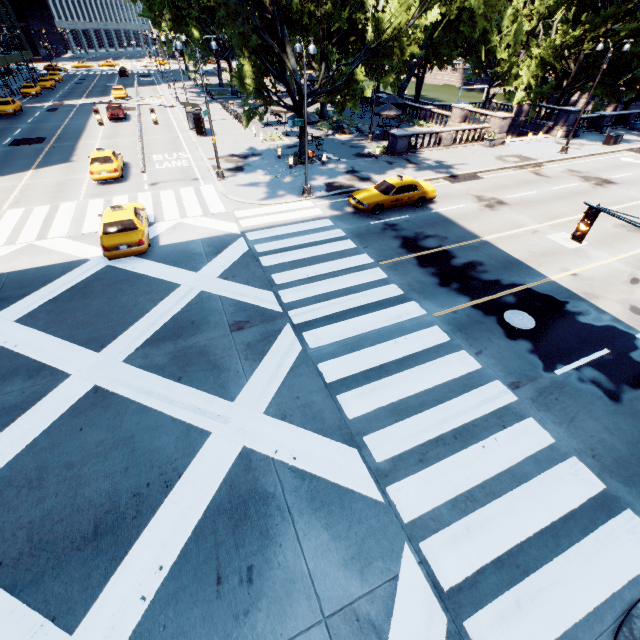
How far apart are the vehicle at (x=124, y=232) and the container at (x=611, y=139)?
40.02m

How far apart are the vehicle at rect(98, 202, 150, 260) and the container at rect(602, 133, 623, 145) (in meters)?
40.02

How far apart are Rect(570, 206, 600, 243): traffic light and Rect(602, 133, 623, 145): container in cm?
3313

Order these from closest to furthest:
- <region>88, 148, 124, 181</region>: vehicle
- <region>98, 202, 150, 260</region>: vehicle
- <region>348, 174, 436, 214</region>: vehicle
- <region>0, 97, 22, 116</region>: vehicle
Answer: <region>98, 202, 150, 260</region>: vehicle, <region>348, 174, 436, 214</region>: vehicle, <region>88, 148, 124, 181</region>: vehicle, <region>0, 97, 22, 116</region>: vehicle

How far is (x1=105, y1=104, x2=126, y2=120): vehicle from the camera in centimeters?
3509cm

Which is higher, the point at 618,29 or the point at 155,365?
the point at 618,29

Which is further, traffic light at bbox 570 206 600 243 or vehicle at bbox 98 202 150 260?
vehicle at bbox 98 202 150 260

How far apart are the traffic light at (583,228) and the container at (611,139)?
33.1m
